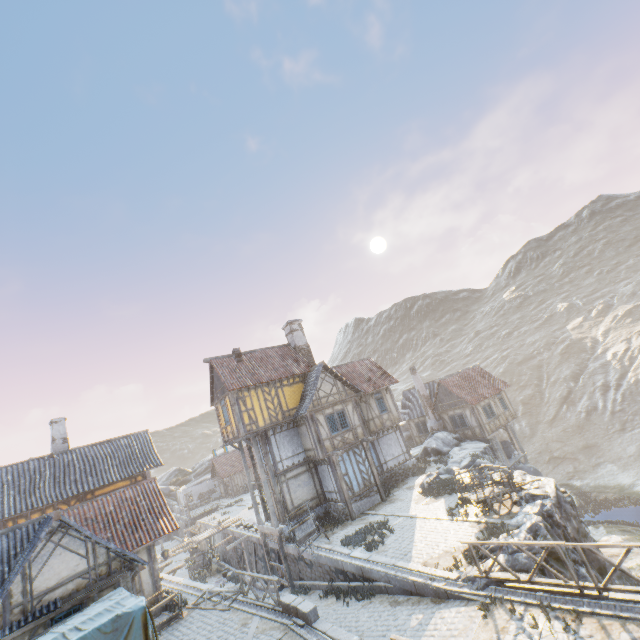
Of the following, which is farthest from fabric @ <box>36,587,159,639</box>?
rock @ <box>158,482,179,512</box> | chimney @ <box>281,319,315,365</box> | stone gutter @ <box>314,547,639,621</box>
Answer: rock @ <box>158,482,179,512</box>

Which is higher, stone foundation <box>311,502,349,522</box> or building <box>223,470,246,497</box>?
building <box>223,470,246,497</box>

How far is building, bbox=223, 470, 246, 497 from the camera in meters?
45.8

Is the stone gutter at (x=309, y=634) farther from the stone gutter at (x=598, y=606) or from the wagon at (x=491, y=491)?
the wagon at (x=491, y=491)

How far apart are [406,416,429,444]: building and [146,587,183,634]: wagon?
26.1m

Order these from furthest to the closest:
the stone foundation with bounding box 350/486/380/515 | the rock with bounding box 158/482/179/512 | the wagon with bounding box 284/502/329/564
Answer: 1. the rock with bounding box 158/482/179/512
2. the stone foundation with bounding box 350/486/380/515
3. the wagon with bounding box 284/502/329/564

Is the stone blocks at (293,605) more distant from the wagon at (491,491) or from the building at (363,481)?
the wagon at (491,491)

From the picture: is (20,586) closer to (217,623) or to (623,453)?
(217,623)
